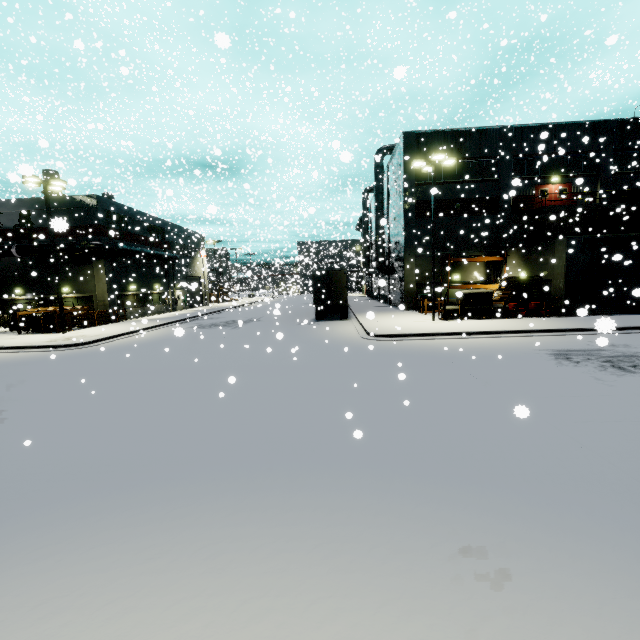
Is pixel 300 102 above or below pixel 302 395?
above

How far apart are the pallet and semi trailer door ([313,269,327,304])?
11.64m

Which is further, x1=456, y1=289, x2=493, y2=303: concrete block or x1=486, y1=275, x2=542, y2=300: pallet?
x1=486, y1=275, x2=542, y2=300: pallet

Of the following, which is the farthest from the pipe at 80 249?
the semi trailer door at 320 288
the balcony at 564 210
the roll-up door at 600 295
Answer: the roll-up door at 600 295

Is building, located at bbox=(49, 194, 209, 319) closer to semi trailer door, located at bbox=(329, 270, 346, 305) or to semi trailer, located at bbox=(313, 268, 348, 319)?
semi trailer, located at bbox=(313, 268, 348, 319)

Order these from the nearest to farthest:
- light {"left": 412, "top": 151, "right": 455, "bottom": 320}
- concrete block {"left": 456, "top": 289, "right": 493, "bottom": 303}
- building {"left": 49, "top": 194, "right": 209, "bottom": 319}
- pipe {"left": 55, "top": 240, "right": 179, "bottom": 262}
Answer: light {"left": 412, "top": 151, "right": 455, "bottom": 320} < concrete block {"left": 456, "top": 289, "right": 493, "bottom": 303} < pipe {"left": 55, "top": 240, "right": 179, "bottom": 262} < building {"left": 49, "top": 194, "right": 209, "bottom": 319}

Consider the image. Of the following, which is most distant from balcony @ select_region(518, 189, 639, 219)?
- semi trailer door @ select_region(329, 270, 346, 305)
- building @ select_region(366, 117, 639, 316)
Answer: semi trailer door @ select_region(329, 270, 346, 305)

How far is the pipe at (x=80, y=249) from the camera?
26.44m
